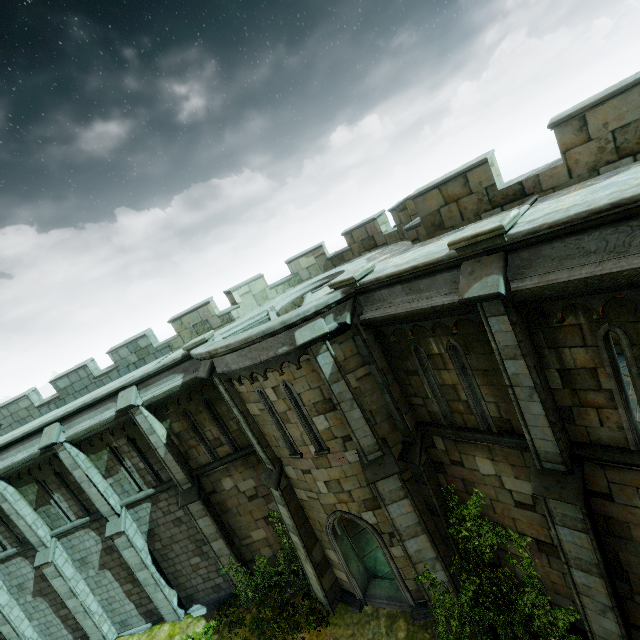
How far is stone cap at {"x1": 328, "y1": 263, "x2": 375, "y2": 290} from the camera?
7.9m

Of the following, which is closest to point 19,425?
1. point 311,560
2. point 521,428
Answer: point 311,560

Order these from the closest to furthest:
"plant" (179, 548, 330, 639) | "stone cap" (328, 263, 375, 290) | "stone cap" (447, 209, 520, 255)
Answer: "stone cap" (447, 209, 520, 255)
"stone cap" (328, 263, 375, 290)
"plant" (179, 548, 330, 639)

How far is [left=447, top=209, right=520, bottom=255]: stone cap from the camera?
5.2 meters

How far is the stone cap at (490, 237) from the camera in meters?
5.2 m

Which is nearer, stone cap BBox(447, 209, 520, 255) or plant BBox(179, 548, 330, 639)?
stone cap BBox(447, 209, 520, 255)

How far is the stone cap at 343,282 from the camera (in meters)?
7.87

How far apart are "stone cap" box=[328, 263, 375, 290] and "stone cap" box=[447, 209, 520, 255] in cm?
242
